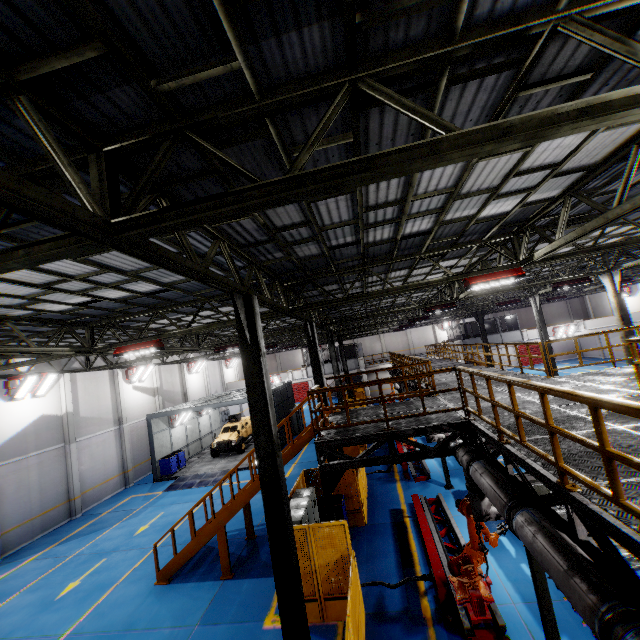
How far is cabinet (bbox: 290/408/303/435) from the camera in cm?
2789

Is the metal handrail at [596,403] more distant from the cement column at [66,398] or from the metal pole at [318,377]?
the cement column at [66,398]

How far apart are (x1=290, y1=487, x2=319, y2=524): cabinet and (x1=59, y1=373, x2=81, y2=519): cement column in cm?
1514

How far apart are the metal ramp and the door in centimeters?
2778cm

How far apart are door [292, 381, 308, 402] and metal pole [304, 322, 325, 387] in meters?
33.9 m

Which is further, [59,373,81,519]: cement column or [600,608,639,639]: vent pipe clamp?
[59,373,81,519]: cement column

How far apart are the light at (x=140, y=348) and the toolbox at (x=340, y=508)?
7.9 meters

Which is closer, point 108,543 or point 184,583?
point 184,583
